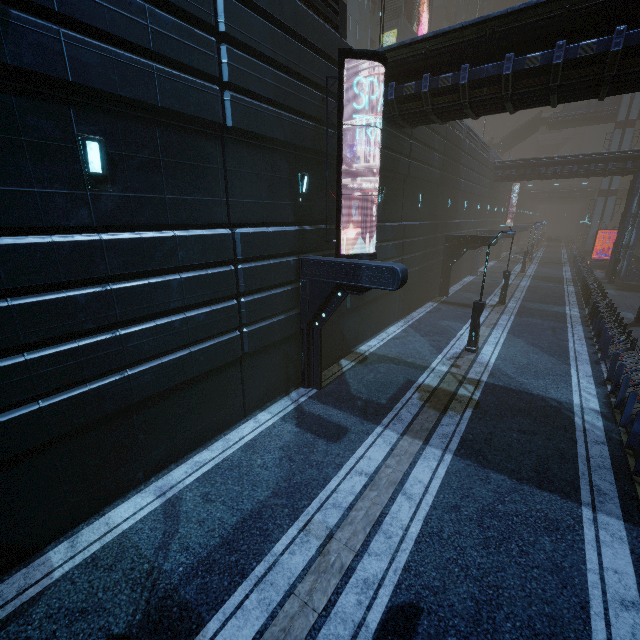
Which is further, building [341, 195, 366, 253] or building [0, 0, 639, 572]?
building [341, 195, 366, 253]

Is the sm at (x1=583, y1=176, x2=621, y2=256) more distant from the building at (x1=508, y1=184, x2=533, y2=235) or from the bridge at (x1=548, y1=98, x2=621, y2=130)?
the building at (x1=508, y1=184, x2=533, y2=235)

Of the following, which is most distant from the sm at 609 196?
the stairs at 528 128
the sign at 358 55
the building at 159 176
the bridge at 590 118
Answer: the sign at 358 55

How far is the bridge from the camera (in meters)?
46.50

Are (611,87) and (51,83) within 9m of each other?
no

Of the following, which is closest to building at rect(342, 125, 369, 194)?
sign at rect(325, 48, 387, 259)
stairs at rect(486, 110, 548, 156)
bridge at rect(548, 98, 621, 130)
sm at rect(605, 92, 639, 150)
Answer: sign at rect(325, 48, 387, 259)

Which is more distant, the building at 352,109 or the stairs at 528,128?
the stairs at 528,128

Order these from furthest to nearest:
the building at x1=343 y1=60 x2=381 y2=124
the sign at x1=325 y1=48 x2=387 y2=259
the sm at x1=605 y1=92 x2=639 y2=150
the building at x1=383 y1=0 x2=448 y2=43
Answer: the sm at x1=605 y1=92 x2=639 y2=150, the building at x1=383 y1=0 x2=448 y2=43, the building at x1=343 y1=60 x2=381 y2=124, the sign at x1=325 y1=48 x2=387 y2=259
